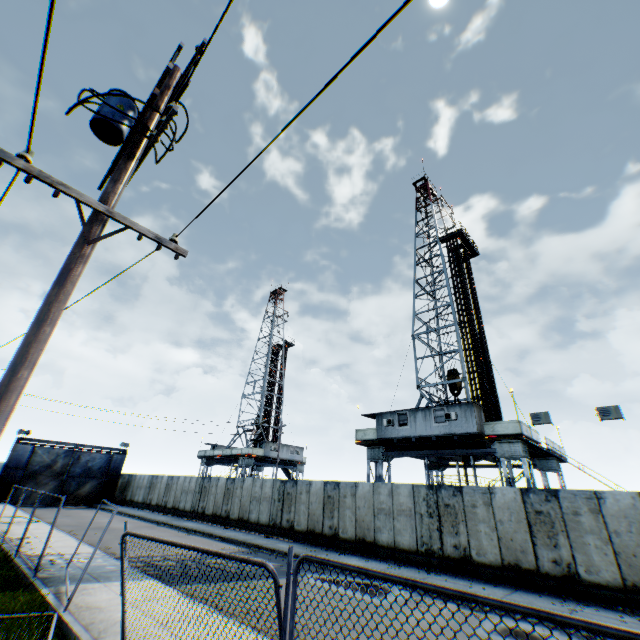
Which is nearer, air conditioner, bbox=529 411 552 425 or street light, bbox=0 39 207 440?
street light, bbox=0 39 207 440

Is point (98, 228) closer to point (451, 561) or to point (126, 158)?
point (126, 158)

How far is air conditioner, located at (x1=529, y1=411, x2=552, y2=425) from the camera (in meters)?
16.22

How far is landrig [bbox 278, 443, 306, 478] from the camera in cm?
4284

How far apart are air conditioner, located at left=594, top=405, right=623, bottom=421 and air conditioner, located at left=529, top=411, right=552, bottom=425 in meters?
1.8 m

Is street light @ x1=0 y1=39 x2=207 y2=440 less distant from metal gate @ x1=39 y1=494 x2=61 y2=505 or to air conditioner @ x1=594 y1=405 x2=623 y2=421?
air conditioner @ x1=594 y1=405 x2=623 y2=421

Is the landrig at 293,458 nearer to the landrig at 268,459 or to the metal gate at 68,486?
the landrig at 268,459

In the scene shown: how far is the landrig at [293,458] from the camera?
42.84m
